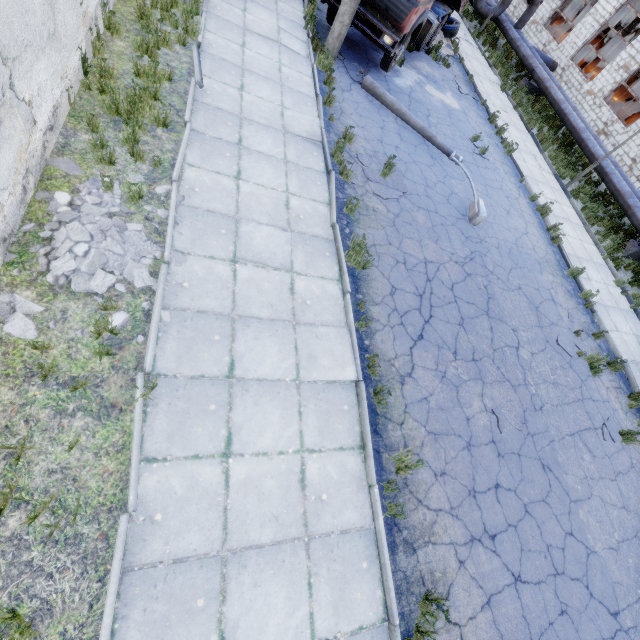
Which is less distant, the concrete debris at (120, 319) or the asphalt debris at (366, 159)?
the concrete debris at (120, 319)

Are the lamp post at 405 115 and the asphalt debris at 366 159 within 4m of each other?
yes

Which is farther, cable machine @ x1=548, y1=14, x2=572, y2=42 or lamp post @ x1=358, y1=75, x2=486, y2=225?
cable machine @ x1=548, y1=14, x2=572, y2=42

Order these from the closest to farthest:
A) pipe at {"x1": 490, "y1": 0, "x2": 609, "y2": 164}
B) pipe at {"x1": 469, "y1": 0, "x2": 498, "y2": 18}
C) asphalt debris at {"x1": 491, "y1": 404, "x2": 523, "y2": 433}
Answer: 1. asphalt debris at {"x1": 491, "y1": 404, "x2": 523, "y2": 433}
2. pipe at {"x1": 490, "y1": 0, "x2": 609, "y2": 164}
3. pipe at {"x1": 469, "y1": 0, "x2": 498, "y2": 18}

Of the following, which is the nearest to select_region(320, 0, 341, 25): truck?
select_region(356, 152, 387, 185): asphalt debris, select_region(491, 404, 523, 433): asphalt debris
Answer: select_region(356, 152, 387, 185): asphalt debris

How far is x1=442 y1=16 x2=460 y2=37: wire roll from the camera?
16.28m

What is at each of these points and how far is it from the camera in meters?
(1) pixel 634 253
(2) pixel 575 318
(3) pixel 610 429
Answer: (1) pipe holder, 13.4
(2) asphalt debris, 9.3
(3) asphalt debris, 7.6

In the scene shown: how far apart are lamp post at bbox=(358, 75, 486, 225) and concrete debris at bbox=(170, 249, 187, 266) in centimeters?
796cm
